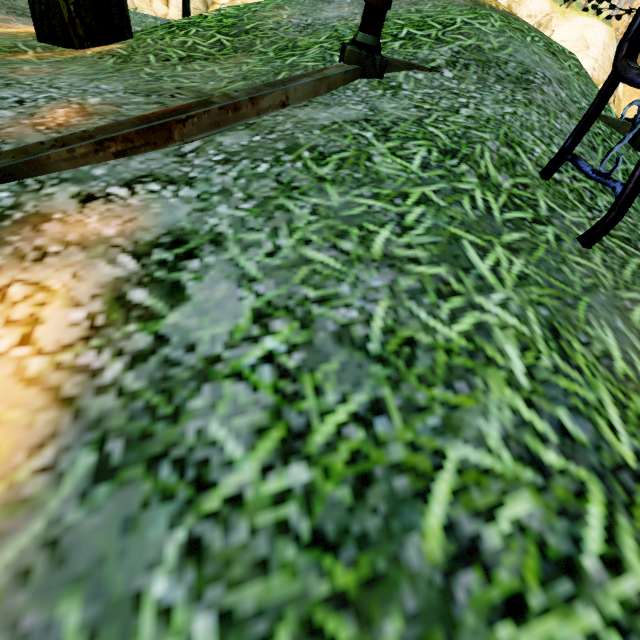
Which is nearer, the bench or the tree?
the bench

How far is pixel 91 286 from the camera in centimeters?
87cm

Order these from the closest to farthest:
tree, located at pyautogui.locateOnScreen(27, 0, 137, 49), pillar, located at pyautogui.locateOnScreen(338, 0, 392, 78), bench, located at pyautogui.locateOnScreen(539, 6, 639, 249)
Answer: bench, located at pyautogui.locateOnScreen(539, 6, 639, 249) < pillar, located at pyautogui.locateOnScreen(338, 0, 392, 78) < tree, located at pyautogui.locateOnScreen(27, 0, 137, 49)

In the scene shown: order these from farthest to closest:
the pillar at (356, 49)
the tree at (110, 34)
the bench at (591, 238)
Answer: the tree at (110, 34)
the pillar at (356, 49)
the bench at (591, 238)

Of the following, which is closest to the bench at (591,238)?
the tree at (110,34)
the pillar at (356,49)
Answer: the pillar at (356,49)

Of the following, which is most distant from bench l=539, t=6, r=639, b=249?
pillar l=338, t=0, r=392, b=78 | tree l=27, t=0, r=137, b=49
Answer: tree l=27, t=0, r=137, b=49

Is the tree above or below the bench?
below
